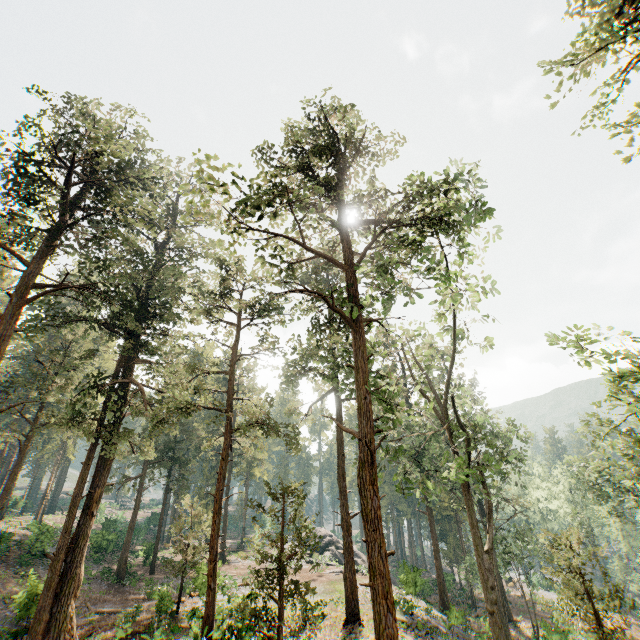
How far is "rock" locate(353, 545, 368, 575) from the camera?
32.8 meters

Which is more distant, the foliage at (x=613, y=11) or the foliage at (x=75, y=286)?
the foliage at (x=613, y=11)

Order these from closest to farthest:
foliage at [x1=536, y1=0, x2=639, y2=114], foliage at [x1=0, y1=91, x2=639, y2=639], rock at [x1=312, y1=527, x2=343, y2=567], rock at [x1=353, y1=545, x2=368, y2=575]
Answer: foliage at [x1=0, y1=91, x2=639, y2=639], foliage at [x1=536, y1=0, x2=639, y2=114], rock at [x1=353, y1=545, x2=368, y2=575], rock at [x1=312, y1=527, x2=343, y2=567]

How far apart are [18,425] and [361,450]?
47.22m

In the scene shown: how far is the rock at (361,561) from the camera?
32.8 meters

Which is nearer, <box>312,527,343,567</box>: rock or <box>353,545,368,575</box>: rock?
<box>353,545,368,575</box>: rock

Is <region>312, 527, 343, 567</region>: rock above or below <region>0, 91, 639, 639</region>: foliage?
below
